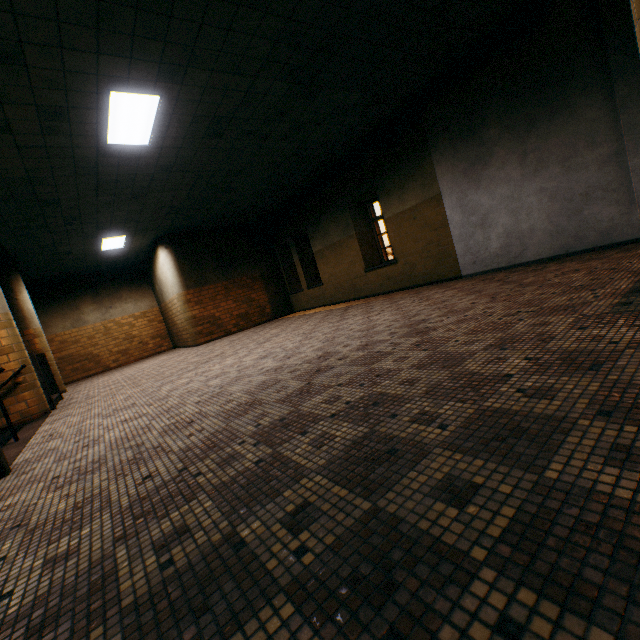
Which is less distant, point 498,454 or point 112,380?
point 498,454

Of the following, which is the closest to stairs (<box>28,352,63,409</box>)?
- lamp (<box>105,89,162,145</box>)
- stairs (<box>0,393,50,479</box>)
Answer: stairs (<box>0,393,50,479</box>)

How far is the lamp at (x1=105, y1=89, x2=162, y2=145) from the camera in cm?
434

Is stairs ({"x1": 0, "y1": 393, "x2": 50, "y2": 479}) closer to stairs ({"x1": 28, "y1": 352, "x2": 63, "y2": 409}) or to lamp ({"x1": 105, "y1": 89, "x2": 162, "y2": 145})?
stairs ({"x1": 28, "y1": 352, "x2": 63, "y2": 409})

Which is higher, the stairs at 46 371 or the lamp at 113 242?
the lamp at 113 242

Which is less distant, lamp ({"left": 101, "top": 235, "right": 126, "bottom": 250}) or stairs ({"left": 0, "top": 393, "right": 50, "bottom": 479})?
Result: stairs ({"left": 0, "top": 393, "right": 50, "bottom": 479})

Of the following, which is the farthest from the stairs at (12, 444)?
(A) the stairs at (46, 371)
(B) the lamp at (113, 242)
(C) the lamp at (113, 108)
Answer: (B) the lamp at (113, 242)

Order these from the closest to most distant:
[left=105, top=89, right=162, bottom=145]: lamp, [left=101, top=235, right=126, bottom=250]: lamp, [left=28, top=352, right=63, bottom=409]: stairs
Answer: [left=105, top=89, right=162, bottom=145]: lamp, [left=28, top=352, right=63, bottom=409]: stairs, [left=101, top=235, right=126, bottom=250]: lamp
